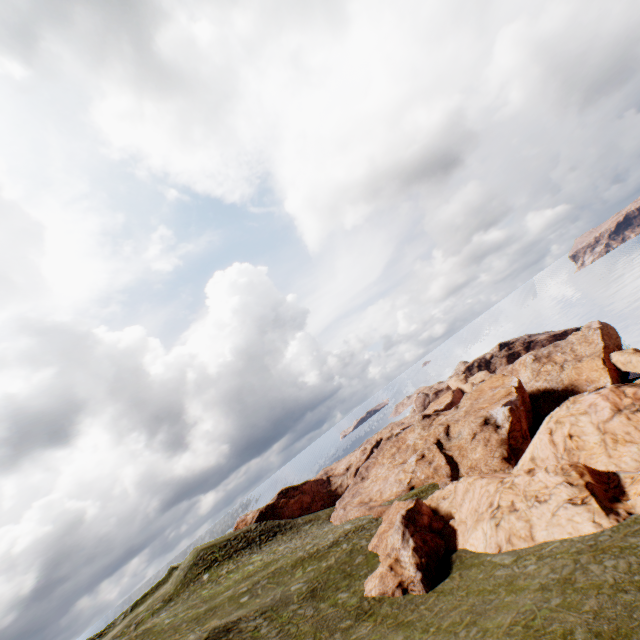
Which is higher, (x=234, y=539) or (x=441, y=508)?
(x=234, y=539)
